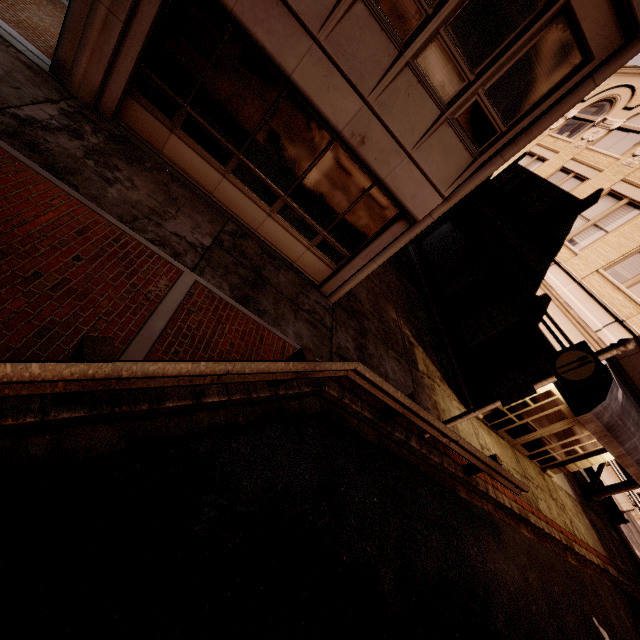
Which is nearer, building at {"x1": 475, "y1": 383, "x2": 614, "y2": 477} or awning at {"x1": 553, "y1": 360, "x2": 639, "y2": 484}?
awning at {"x1": 553, "y1": 360, "x2": 639, "y2": 484}

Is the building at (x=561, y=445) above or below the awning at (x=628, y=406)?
below

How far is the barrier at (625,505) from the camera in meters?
22.2 m

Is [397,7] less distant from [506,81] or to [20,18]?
[506,81]

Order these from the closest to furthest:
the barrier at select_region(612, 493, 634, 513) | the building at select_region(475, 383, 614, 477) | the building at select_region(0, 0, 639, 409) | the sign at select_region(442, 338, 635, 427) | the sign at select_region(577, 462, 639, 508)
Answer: the building at select_region(0, 0, 639, 409), the sign at select_region(442, 338, 635, 427), the building at select_region(475, 383, 614, 477), the sign at select_region(577, 462, 639, 508), the barrier at select_region(612, 493, 634, 513)

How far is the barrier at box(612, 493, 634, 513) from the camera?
22.22m

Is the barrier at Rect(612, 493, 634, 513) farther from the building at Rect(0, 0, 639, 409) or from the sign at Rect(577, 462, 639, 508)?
the building at Rect(0, 0, 639, 409)

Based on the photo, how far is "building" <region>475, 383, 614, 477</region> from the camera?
11.74m
